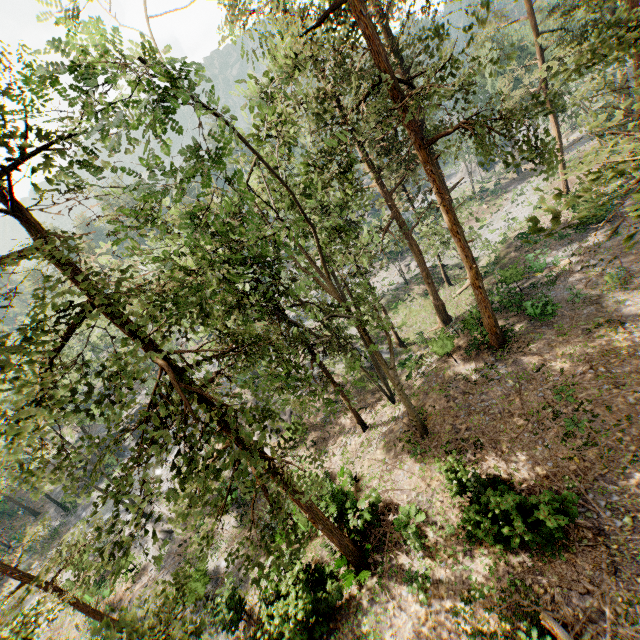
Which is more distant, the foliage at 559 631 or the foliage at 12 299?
the foliage at 559 631

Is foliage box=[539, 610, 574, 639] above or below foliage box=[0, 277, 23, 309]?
below

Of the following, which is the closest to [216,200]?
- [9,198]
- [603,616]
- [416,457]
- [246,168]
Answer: [246,168]

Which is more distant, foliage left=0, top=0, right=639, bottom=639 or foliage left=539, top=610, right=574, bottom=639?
foliage left=539, top=610, right=574, bottom=639

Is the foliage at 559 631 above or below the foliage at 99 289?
below
